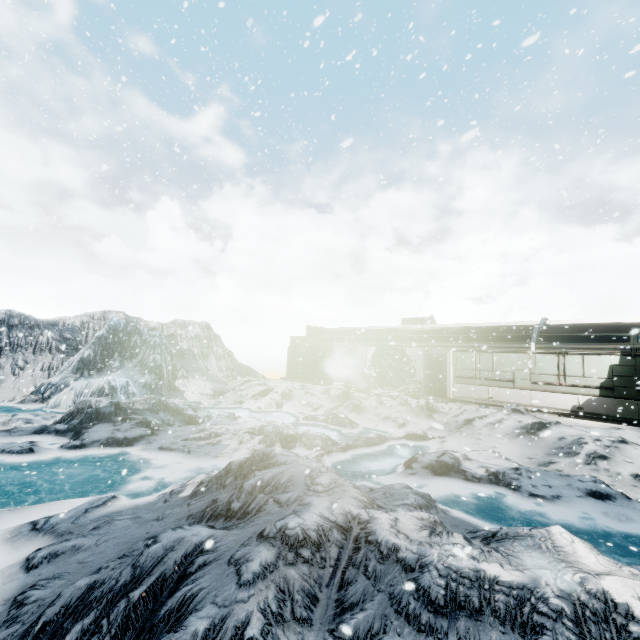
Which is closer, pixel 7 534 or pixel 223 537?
pixel 223 537
